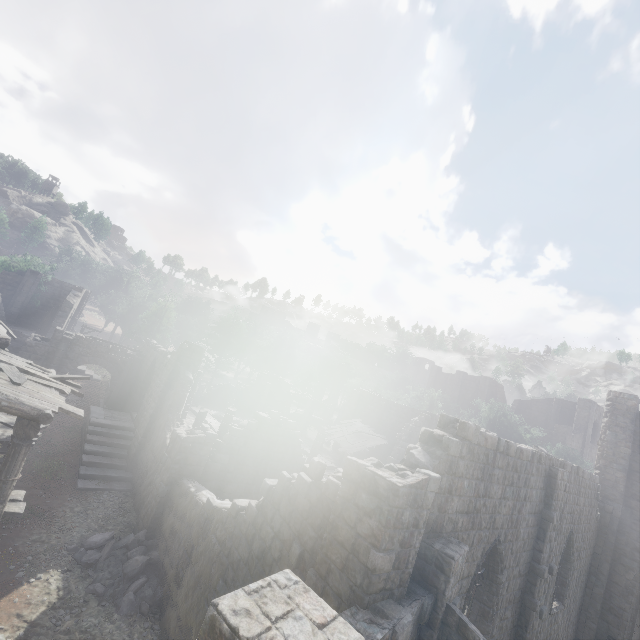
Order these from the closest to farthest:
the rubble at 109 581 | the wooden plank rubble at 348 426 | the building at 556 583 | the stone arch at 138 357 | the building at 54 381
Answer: the building at 556 583
the building at 54 381
the rubble at 109 581
the stone arch at 138 357
the wooden plank rubble at 348 426

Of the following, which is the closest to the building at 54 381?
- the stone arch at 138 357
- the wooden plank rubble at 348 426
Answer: the stone arch at 138 357

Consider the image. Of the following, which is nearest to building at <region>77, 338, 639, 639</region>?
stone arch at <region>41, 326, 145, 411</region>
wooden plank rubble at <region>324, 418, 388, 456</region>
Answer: stone arch at <region>41, 326, 145, 411</region>

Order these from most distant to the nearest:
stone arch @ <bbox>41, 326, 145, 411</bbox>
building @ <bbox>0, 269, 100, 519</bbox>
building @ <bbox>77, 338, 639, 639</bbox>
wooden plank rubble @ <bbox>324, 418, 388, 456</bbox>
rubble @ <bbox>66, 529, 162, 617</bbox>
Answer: wooden plank rubble @ <bbox>324, 418, 388, 456</bbox> → stone arch @ <bbox>41, 326, 145, 411</bbox> → rubble @ <bbox>66, 529, 162, 617</bbox> → building @ <bbox>0, 269, 100, 519</bbox> → building @ <bbox>77, 338, 639, 639</bbox>

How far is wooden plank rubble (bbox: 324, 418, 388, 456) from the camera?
24.2m

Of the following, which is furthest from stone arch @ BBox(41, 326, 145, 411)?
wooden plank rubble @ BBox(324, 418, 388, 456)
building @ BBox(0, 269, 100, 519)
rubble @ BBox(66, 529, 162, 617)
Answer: wooden plank rubble @ BBox(324, 418, 388, 456)

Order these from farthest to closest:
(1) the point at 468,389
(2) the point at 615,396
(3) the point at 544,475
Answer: (1) the point at 468,389, (2) the point at 615,396, (3) the point at 544,475
